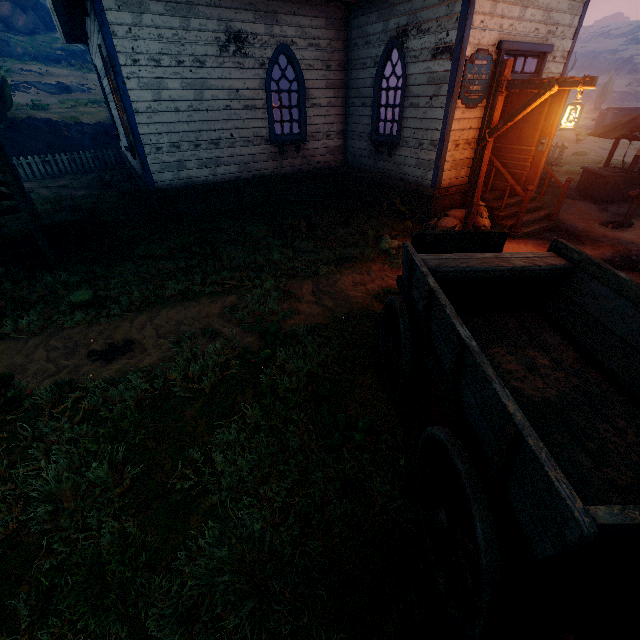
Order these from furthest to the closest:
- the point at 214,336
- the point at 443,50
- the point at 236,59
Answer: the point at 236,59, the point at 443,50, the point at 214,336

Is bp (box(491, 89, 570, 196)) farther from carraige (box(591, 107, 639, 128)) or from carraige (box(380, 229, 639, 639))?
carraige (box(591, 107, 639, 128))

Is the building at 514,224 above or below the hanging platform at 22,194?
below

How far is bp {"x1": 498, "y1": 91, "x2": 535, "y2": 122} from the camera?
6.8m

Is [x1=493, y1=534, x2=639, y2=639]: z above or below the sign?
below

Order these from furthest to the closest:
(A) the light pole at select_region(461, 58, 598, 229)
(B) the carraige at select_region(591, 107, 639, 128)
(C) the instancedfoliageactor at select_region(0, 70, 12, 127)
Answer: (B) the carraige at select_region(591, 107, 639, 128) → (C) the instancedfoliageactor at select_region(0, 70, 12, 127) → (A) the light pole at select_region(461, 58, 598, 229)

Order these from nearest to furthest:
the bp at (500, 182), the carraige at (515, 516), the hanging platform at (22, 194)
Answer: the carraige at (515, 516)
the hanging platform at (22, 194)
the bp at (500, 182)

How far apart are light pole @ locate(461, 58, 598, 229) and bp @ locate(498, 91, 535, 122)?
1.1 meters
